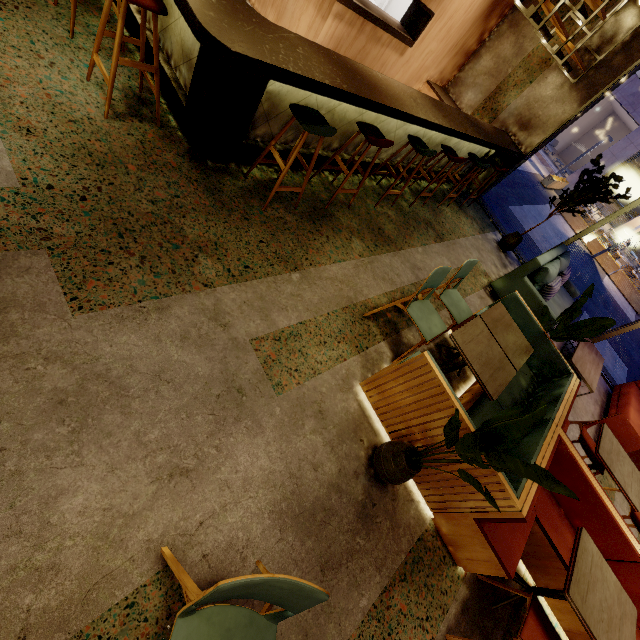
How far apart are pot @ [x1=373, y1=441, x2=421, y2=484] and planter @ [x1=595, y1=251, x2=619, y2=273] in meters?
17.3 m

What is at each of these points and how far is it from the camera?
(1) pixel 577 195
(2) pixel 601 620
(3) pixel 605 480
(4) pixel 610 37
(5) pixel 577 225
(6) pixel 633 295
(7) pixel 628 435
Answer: (1) tree, 5.8 meters
(2) table, 2.1 meters
(3) building, 4.7 meters
(4) building, 5.4 meters
(5) planter, 14.8 meters
(6) planter, 14.0 meters
(7) chair, 3.9 meters

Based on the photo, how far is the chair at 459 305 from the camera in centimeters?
306cm

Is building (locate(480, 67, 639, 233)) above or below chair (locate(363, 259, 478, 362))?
above

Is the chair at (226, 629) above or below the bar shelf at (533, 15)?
below

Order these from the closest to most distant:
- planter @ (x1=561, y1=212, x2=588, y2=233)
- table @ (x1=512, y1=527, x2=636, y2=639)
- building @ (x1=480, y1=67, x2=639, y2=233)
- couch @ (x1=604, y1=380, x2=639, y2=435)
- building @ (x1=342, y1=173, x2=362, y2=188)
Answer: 1. table @ (x1=512, y1=527, x2=636, y2=639)
2. building @ (x1=342, y1=173, x2=362, y2=188)
3. couch @ (x1=604, y1=380, x2=639, y2=435)
4. planter @ (x1=561, y1=212, x2=588, y2=233)
5. building @ (x1=480, y1=67, x2=639, y2=233)

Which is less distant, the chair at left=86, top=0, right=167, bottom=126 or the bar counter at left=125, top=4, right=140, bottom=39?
the chair at left=86, top=0, right=167, bottom=126

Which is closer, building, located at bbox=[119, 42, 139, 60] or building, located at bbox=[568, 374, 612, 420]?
building, located at bbox=[119, 42, 139, 60]
